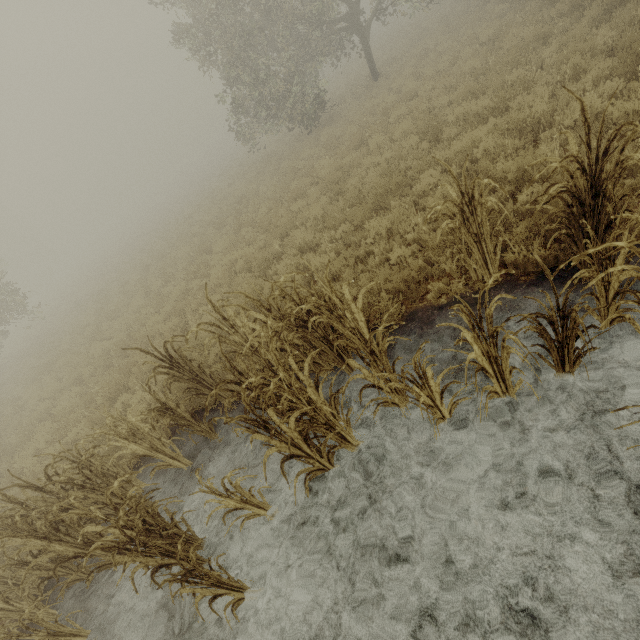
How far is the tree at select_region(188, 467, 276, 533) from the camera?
3.52m

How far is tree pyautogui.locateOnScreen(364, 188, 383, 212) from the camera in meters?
7.3

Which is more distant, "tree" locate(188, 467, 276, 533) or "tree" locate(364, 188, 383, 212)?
"tree" locate(364, 188, 383, 212)

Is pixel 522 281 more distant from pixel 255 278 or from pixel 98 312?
pixel 98 312

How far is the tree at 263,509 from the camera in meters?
3.5

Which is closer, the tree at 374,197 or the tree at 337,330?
the tree at 337,330

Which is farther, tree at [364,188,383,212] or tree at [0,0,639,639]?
tree at [364,188,383,212]
